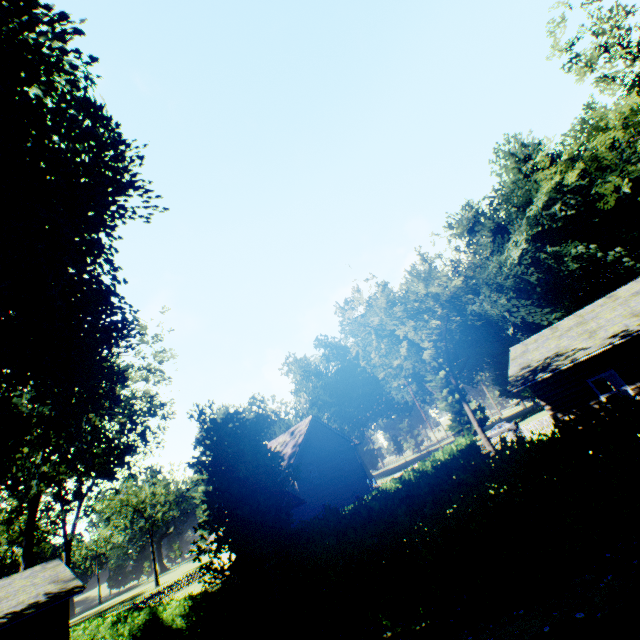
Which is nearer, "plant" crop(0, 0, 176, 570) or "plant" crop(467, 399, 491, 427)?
"plant" crop(0, 0, 176, 570)

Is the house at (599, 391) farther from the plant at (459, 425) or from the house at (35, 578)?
the plant at (459, 425)

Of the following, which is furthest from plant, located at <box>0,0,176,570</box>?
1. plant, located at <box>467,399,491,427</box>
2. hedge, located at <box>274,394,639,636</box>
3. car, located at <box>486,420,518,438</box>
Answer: plant, located at <box>467,399,491,427</box>

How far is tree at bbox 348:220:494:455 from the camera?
30.7m

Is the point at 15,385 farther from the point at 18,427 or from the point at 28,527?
the point at 28,527

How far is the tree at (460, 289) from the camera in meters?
30.7

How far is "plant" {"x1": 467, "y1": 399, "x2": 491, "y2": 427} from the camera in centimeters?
5316cm

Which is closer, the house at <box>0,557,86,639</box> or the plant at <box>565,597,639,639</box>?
the plant at <box>565,597,639,639</box>
